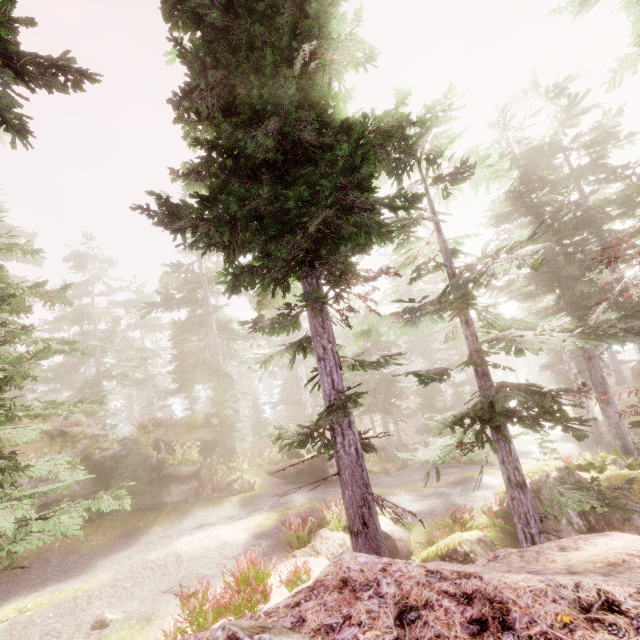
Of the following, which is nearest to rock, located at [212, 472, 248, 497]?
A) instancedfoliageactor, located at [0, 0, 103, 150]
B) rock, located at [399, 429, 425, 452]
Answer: instancedfoliageactor, located at [0, 0, 103, 150]

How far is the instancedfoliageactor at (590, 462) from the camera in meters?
14.9

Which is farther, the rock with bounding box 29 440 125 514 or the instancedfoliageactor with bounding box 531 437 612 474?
the instancedfoliageactor with bounding box 531 437 612 474

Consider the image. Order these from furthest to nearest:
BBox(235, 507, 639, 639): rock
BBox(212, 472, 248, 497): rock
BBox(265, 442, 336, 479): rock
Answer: BBox(265, 442, 336, 479): rock, BBox(212, 472, 248, 497): rock, BBox(235, 507, 639, 639): rock

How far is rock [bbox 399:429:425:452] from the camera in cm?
2970

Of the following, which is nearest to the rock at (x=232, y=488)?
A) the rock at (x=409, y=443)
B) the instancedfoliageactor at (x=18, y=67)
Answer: the instancedfoliageactor at (x=18, y=67)

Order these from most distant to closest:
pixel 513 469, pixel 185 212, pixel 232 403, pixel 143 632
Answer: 1. pixel 232 403
2. pixel 513 469
3. pixel 143 632
4. pixel 185 212

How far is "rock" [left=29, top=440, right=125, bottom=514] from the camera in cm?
1370
